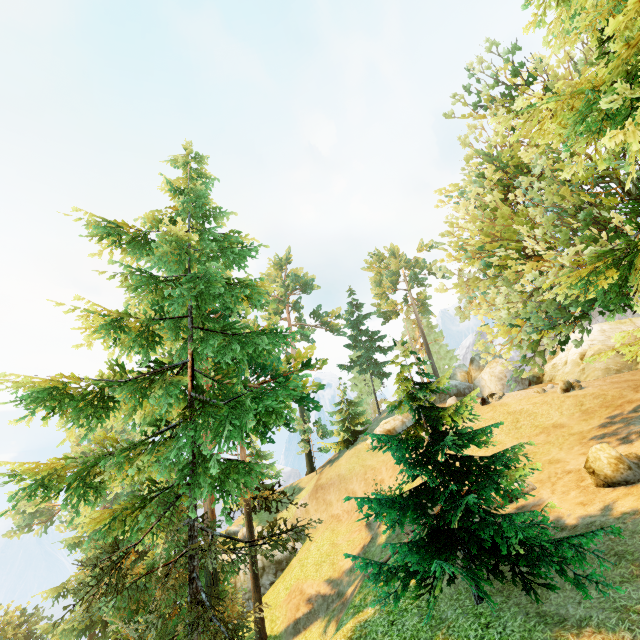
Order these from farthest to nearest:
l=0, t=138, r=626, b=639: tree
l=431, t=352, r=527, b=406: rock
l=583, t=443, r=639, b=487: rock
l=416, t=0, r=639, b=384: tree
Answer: l=431, t=352, r=527, b=406: rock
l=583, t=443, r=639, b=487: rock
l=0, t=138, r=626, b=639: tree
l=416, t=0, r=639, b=384: tree

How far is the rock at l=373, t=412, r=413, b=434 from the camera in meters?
33.0

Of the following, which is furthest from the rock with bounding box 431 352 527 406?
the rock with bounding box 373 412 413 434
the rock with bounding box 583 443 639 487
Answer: the rock with bounding box 583 443 639 487

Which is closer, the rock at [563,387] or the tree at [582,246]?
the tree at [582,246]

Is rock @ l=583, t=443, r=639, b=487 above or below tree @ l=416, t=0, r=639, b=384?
below

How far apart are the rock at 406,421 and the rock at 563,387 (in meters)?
15.17

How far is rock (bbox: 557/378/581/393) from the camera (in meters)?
20.55

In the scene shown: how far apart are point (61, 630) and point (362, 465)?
25.2 meters
